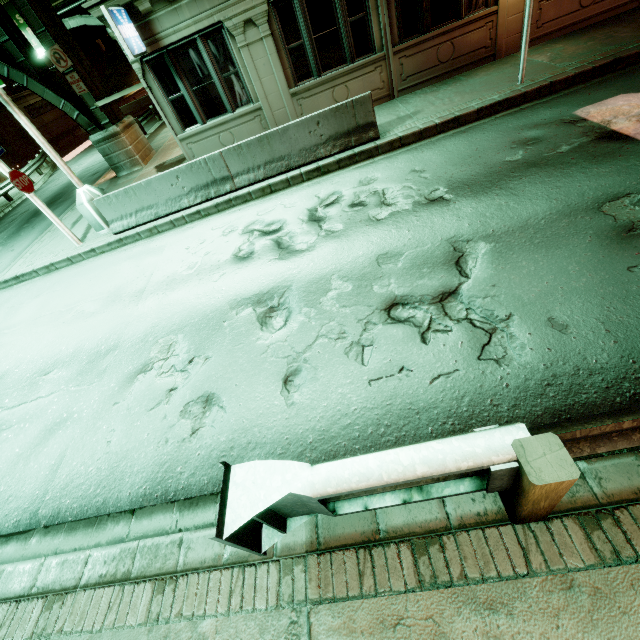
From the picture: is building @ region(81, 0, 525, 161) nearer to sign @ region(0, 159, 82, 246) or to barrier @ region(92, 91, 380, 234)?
barrier @ region(92, 91, 380, 234)

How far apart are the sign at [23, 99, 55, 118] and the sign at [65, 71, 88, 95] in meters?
32.5 m

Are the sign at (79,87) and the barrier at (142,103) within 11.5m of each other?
no

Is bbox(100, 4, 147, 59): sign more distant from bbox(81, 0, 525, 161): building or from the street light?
the street light

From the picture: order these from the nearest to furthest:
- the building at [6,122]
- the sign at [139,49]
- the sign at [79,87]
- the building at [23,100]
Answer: the sign at [139,49] → the sign at [79,87] → the building at [6,122] → the building at [23,100]

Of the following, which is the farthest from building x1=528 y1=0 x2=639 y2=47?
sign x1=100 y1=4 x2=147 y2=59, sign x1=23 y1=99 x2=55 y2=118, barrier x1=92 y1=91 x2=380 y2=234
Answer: sign x1=23 y1=99 x2=55 y2=118

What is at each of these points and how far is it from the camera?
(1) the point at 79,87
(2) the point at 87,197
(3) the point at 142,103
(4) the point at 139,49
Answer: (1) sign, 12.61m
(2) street light, 9.24m
(3) barrier, 33.84m
(4) sign, 8.27m

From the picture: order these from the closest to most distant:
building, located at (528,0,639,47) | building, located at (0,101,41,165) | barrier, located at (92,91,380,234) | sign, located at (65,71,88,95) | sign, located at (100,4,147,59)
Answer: sign, located at (100,4,147,59), barrier, located at (92,91,380,234), building, located at (528,0,639,47), sign, located at (65,71,88,95), building, located at (0,101,41,165)
